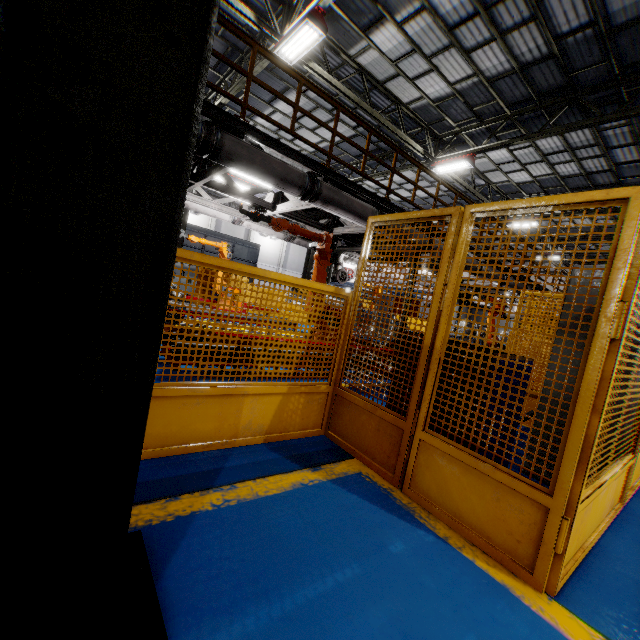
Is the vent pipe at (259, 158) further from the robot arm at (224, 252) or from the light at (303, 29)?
the light at (303, 29)

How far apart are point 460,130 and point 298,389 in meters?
14.0

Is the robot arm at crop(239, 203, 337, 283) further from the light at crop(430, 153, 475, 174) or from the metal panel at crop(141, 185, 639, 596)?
the light at crop(430, 153, 475, 174)

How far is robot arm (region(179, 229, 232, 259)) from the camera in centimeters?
973cm

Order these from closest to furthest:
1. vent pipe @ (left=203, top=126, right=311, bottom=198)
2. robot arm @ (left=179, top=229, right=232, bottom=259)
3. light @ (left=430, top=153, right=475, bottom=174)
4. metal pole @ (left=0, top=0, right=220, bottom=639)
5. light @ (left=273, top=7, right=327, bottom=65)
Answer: metal pole @ (left=0, top=0, right=220, bottom=639), vent pipe @ (left=203, top=126, right=311, bottom=198), light @ (left=273, top=7, right=327, bottom=65), robot arm @ (left=179, top=229, right=232, bottom=259), light @ (left=430, top=153, right=475, bottom=174)

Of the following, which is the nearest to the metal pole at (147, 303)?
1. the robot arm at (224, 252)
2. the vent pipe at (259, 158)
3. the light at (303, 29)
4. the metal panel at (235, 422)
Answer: the metal panel at (235, 422)

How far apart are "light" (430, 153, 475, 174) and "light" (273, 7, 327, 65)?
7.0 meters

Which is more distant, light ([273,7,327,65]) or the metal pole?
light ([273,7,327,65])
